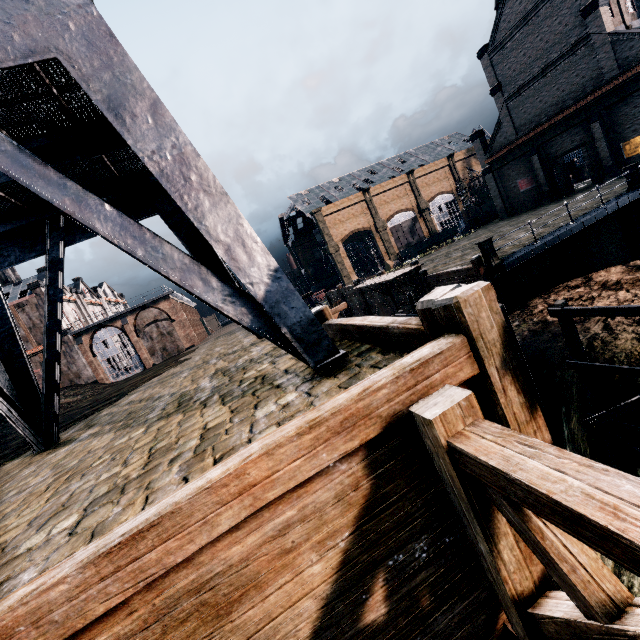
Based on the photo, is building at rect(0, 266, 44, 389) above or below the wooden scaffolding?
above

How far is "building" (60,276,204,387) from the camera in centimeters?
4250cm

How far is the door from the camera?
32.25m

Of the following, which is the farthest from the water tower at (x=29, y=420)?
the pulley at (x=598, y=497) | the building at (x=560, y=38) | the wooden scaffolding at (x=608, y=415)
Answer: the building at (x=560, y=38)

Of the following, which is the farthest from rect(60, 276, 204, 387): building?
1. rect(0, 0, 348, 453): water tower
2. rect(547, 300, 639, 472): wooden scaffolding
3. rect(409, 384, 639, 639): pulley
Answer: rect(409, 384, 639, 639): pulley

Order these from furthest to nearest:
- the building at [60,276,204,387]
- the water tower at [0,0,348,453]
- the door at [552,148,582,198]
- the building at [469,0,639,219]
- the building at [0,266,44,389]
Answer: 1. the building at [60,276,204,387]
2. the building at [0,266,44,389]
3. the door at [552,148,582,198]
4. the building at [469,0,639,219]
5. the water tower at [0,0,348,453]

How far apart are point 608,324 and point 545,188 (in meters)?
31.25

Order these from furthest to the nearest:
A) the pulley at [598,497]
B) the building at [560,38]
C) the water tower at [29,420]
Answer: the building at [560,38], the water tower at [29,420], the pulley at [598,497]
